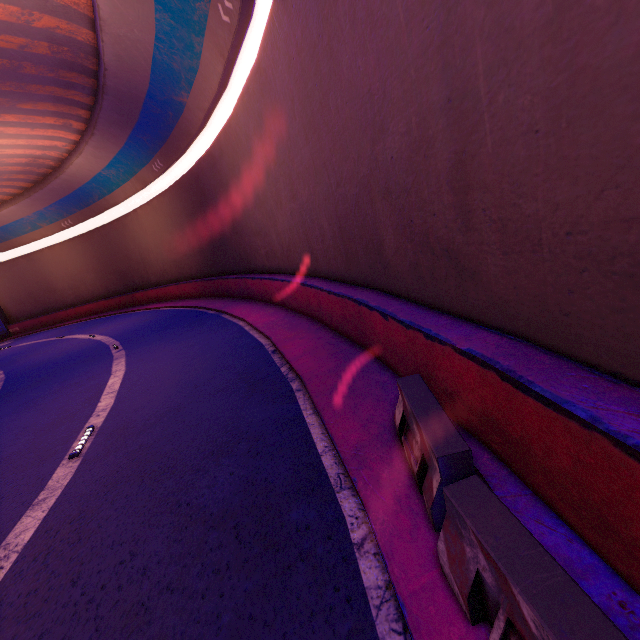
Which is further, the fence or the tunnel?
the tunnel

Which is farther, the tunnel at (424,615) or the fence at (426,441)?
the tunnel at (424,615)

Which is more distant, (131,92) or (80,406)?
(131,92)
